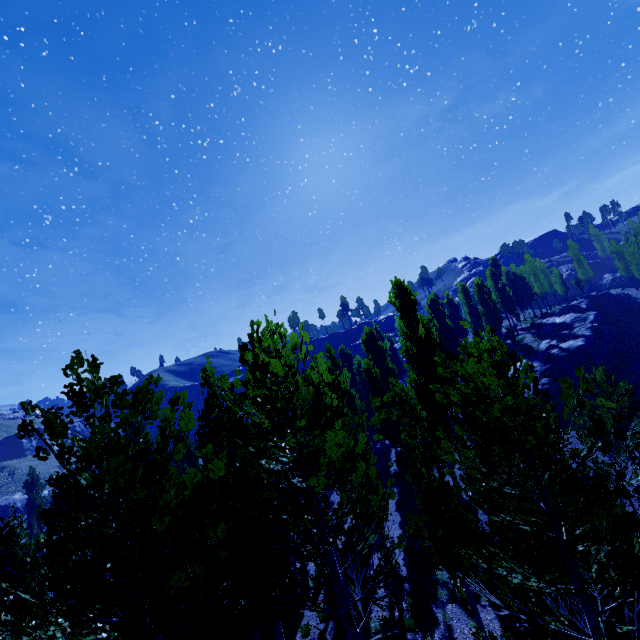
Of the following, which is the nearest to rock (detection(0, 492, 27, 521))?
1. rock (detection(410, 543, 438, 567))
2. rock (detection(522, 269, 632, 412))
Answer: rock (detection(410, 543, 438, 567))

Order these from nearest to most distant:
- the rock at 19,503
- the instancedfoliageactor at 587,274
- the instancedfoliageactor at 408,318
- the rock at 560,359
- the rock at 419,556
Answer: the instancedfoliageactor at 408,318
the rock at 419,556
the rock at 560,359
the rock at 19,503
the instancedfoliageactor at 587,274

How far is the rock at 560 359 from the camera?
26.0 meters

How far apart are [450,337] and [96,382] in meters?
43.5

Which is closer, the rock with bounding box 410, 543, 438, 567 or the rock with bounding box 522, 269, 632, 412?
the rock with bounding box 410, 543, 438, 567

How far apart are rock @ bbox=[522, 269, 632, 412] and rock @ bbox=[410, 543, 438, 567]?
30.81m

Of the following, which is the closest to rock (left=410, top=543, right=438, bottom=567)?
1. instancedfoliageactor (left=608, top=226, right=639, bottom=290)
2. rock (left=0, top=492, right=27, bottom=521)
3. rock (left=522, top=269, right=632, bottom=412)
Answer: instancedfoliageactor (left=608, top=226, right=639, bottom=290)

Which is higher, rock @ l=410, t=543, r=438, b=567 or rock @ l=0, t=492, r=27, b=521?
rock @ l=0, t=492, r=27, b=521
